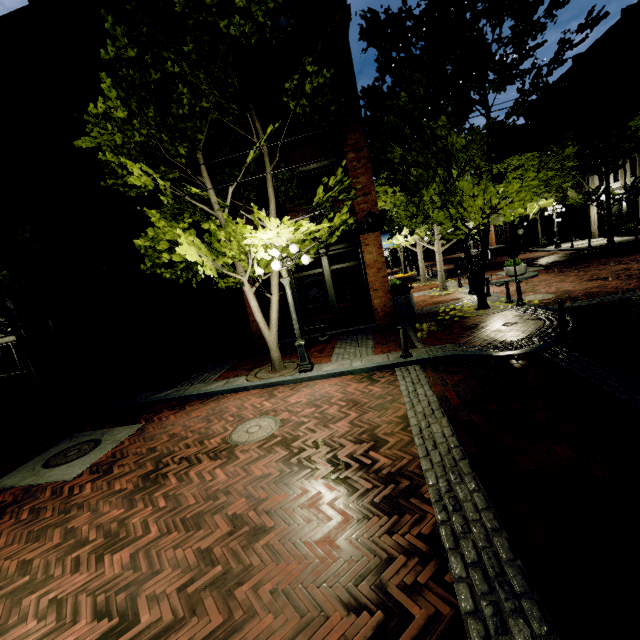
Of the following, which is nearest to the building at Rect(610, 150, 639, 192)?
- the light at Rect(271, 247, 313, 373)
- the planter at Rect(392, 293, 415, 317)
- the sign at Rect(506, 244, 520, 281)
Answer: the planter at Rect(392, 293, 415, 317)

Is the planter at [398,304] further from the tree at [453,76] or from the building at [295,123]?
the tree at [453,76]

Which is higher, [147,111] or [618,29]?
[618,29]

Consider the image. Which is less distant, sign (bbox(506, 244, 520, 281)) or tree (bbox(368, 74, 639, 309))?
tree (bbox(368, 74, 639, 309))

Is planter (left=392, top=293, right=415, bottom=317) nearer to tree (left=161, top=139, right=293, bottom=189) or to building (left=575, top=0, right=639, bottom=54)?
→ building (left=575, top=0, right=639, bottom=54)

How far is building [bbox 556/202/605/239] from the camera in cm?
2678

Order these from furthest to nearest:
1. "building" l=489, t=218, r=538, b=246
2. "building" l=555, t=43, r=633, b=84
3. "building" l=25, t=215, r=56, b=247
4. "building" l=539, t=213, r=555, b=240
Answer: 1. "building" l=489, t=218, r=538, b=246
2. "building" l=539, t=213, r=555, b=240
3. "building" l=555, t=43, r=633, b=84
4. "building" l=25, t=215, r=56, b=247

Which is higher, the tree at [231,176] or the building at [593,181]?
the tree at [231,176]
